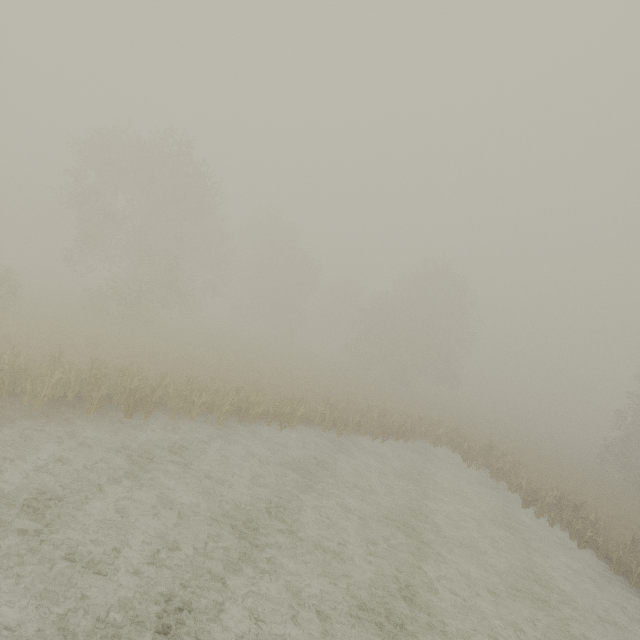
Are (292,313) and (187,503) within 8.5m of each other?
no

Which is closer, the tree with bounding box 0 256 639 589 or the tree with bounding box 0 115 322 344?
the tree with bounding box 0 256 639 589

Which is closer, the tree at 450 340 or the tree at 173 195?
the tree at 450 340
